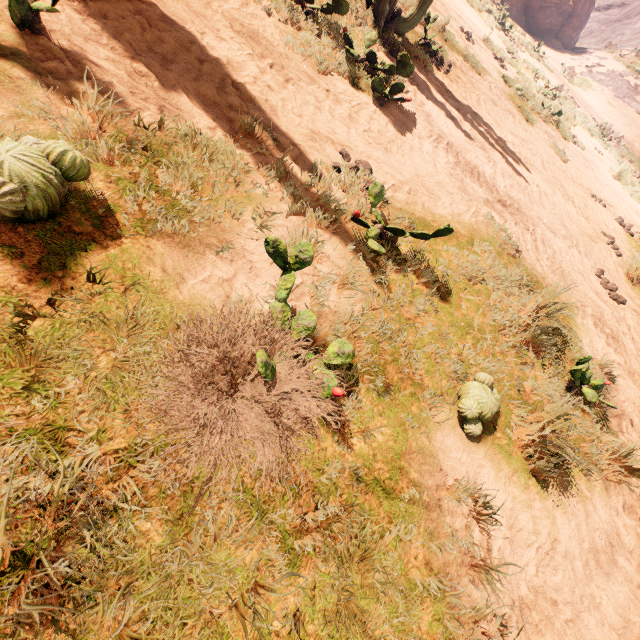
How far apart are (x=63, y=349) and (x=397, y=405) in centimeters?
179cm

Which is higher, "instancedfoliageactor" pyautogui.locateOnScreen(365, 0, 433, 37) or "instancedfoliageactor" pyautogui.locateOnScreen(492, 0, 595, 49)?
"instancedfoliageactor" pyautogui.locateOnScreen(492, 0, 595, 49)

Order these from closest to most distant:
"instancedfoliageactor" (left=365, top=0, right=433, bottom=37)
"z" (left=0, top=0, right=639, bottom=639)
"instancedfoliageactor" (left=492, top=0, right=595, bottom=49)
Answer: "z" (left=0, top=0, right=639, bottom=639)
"instancedfoliageactor" (left=365, top=0, right=433, bottom=37)
"instancedfoliageactor" (left=492, top=0, right=595, bottom=49)

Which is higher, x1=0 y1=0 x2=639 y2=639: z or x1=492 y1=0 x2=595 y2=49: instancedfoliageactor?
x1=492 y1=0 x2=595 y2=49: instancedfoliageactor

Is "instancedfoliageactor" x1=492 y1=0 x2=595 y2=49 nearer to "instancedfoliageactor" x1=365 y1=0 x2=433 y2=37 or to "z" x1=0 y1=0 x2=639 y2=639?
"z" x1=0 y1=0 x2=639 y2=639

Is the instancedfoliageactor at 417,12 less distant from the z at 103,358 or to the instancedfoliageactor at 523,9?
the z at 103,358

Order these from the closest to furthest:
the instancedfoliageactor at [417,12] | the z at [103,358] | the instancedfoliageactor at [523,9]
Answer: the z at [103,358], the instancedfoliageactor at [417,12], the instancedfoliageactor at [523,9]
